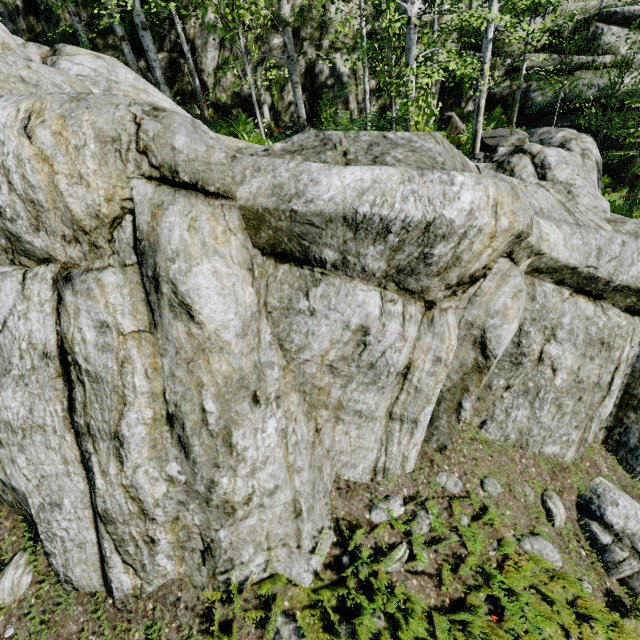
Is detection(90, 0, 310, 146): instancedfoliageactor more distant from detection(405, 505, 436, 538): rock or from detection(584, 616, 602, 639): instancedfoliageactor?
detection(584, 616, 602, 639): instancedfoliageactor

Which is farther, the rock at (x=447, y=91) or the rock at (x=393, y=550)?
the rock at (x=447, y=91)

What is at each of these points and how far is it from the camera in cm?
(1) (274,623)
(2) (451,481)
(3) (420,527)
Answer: (1) rock, 395
(2) rock, 507
(3) rock, 461

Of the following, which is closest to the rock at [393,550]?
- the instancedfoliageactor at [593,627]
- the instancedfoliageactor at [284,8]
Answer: the instancedfoliageactor at [284,8]

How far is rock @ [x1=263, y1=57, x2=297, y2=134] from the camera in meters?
11.5

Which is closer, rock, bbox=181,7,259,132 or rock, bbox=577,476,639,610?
rock, bbox=577,476,639,610
